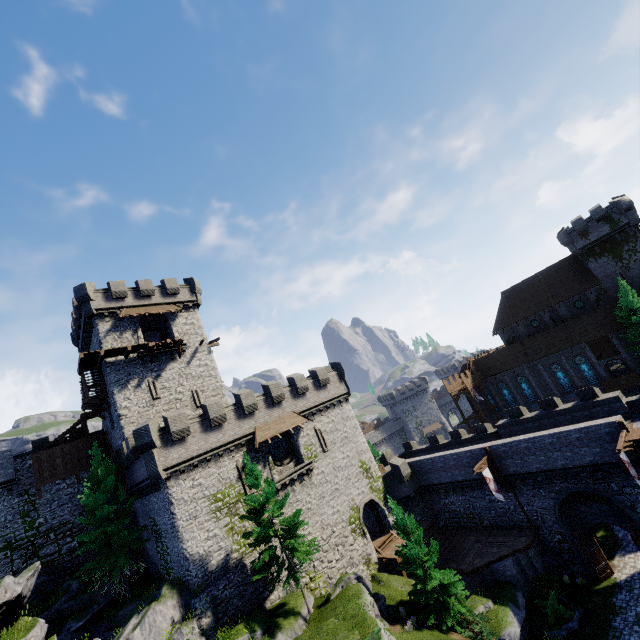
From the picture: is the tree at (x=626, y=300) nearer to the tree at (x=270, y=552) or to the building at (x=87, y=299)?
the tree at (x=270, y=552)

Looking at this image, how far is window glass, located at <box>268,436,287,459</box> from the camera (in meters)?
28.92

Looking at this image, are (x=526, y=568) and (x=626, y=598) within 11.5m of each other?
yes

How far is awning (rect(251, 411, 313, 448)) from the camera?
27.0m

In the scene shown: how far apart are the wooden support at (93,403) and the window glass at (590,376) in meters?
56.4

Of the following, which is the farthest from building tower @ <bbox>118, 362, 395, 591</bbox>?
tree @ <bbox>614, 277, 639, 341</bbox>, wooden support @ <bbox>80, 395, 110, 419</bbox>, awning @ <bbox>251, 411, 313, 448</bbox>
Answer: tree @ <bbox>614, 277, 639, 341</bbox>

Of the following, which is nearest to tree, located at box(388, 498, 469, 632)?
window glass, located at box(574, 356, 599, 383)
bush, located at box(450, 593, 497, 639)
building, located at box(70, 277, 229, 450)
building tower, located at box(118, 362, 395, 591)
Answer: bush, located at box(450, 593, 497, 639)

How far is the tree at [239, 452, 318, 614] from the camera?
20.73m
